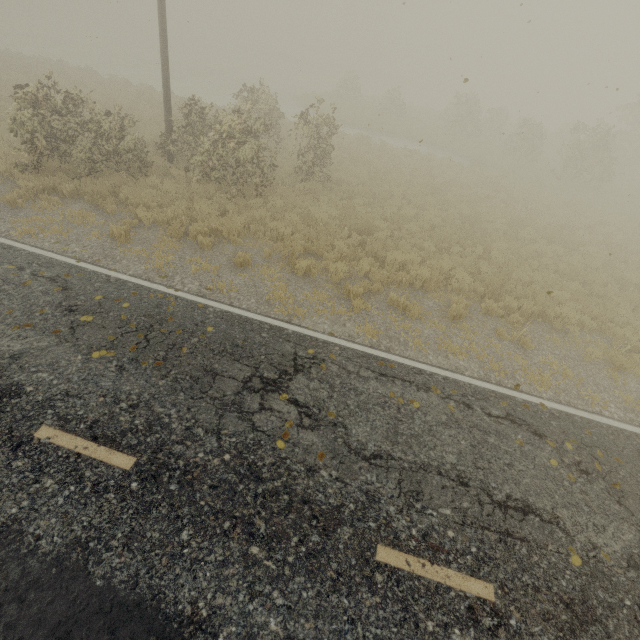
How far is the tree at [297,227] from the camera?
9.8m

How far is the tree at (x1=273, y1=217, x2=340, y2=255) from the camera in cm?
978

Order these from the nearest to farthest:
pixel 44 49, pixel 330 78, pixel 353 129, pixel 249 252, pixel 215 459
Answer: pixel 215 459, pixel 249 252, pixel 353 129, pixel 44 49, pixel 330 78
